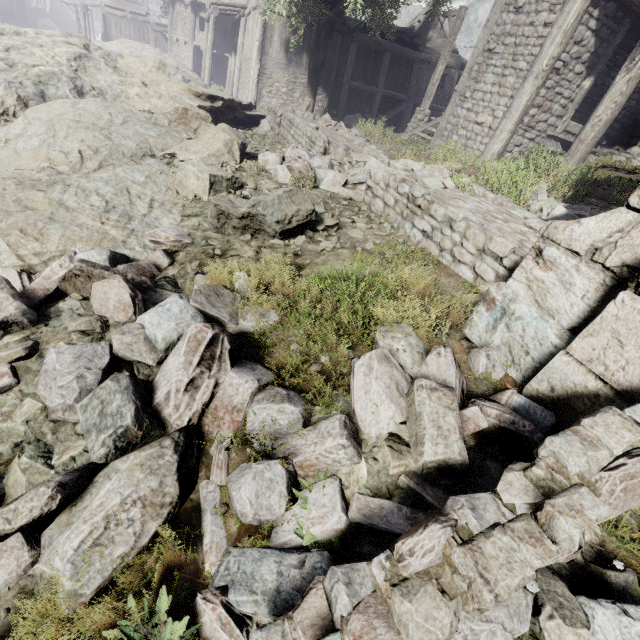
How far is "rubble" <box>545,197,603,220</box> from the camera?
4.8 meters

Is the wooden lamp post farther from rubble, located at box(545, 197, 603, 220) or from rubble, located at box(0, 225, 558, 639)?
rubble, located at box(0, 225, 558, 639)

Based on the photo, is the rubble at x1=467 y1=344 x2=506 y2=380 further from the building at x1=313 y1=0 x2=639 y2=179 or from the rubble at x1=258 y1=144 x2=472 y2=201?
the building at x1=313 y1=0 x2=639 y2=179

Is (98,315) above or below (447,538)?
below

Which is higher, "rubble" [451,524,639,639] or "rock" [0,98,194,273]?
"rubble" [451,524,639,639]

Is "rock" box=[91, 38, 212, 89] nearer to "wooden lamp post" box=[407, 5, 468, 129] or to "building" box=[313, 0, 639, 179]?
"building" box=[313, 0, 639, 179]

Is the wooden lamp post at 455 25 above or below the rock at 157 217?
above

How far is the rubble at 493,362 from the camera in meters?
2.5 m
